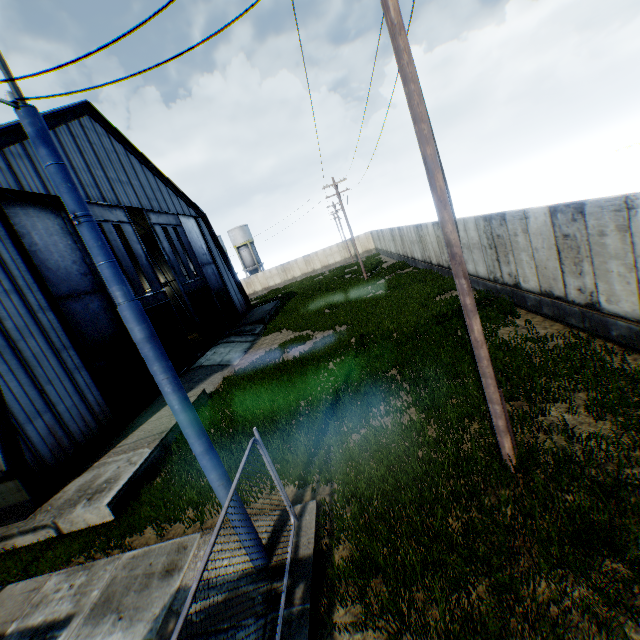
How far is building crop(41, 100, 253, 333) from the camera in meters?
17.1 m

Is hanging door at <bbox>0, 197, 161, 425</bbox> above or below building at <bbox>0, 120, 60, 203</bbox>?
below

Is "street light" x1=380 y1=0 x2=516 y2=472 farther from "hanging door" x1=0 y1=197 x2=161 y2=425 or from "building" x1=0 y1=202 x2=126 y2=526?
"hanging door" x1=0 y1=197 x2=161 y2=425

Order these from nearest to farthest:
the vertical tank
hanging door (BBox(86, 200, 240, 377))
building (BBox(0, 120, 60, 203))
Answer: building (BBox(0, 120, 60, 203)) → hanging door (BBox(86, 200, 240, 377)) → the vertical tank

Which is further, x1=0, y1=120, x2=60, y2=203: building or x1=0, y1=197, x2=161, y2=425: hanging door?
x1=0, y1=197, x2=161, y2=425: hanging door

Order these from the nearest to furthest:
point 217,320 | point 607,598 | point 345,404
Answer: point 607,598 → point 345,404 → point 217,320

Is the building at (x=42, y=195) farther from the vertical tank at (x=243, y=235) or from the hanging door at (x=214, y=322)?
the vertical tank at (x=243, y=235)

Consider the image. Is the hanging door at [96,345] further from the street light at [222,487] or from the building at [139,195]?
the street light at [222,487]
